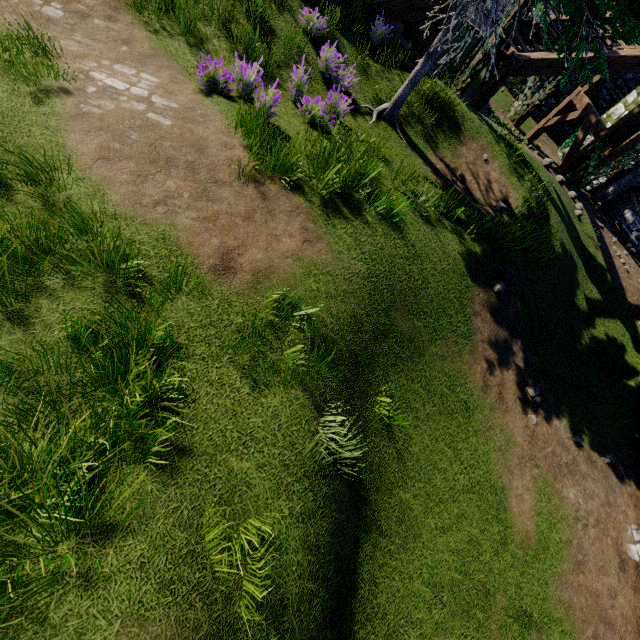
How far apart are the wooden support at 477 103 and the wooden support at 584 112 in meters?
4.5

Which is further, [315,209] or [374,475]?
[315,209]

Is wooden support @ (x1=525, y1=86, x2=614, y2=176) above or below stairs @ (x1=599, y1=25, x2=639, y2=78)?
below

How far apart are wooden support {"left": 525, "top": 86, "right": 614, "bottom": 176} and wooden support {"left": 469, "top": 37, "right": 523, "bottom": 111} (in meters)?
4.51

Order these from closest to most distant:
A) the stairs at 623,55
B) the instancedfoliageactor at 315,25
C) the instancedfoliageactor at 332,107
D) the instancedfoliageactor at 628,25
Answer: the instancedfoliageactor at 628,25 → the instancedfoliageactor at 332,107 → the instancedfoliageactor at 315,25 → the stairs at 623,55

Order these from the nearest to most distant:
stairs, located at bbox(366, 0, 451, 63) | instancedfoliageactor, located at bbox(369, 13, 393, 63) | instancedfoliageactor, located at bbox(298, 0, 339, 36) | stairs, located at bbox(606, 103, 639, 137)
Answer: instancedfoliageactor, located at bbox(298, 0, 339, 36) < instancedfoliageactor, located at bbox(369, 13, 393, 63) < stairs, located at bbox(366, 0, 451, 63) < stairs, located at bbox(606, 103, 639, 137)

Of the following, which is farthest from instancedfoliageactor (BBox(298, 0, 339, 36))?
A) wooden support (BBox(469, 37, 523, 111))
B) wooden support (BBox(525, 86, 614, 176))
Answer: wooden support (BBox(525, 86, 614, 176))

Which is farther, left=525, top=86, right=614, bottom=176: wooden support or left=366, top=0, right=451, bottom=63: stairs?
left=525, top=86, right=614, bottom=176: wooden support
